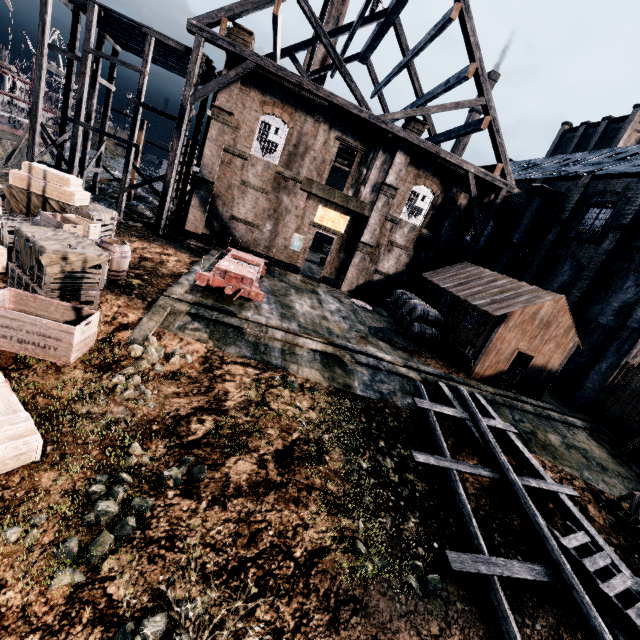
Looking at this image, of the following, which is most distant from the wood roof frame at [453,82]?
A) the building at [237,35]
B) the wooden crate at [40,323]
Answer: the wooden crate at [40,323]

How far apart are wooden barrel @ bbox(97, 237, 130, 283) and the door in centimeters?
2806cm

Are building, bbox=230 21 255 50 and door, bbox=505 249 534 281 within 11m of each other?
no

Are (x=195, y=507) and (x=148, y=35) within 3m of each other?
no

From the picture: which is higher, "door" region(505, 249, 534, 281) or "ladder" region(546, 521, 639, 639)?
"door" region(505, 249, 534, 281)

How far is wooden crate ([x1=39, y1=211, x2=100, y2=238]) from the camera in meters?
11.7 m

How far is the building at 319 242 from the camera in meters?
48.8 m

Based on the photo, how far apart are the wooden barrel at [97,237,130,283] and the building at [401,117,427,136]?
19.8 meters
